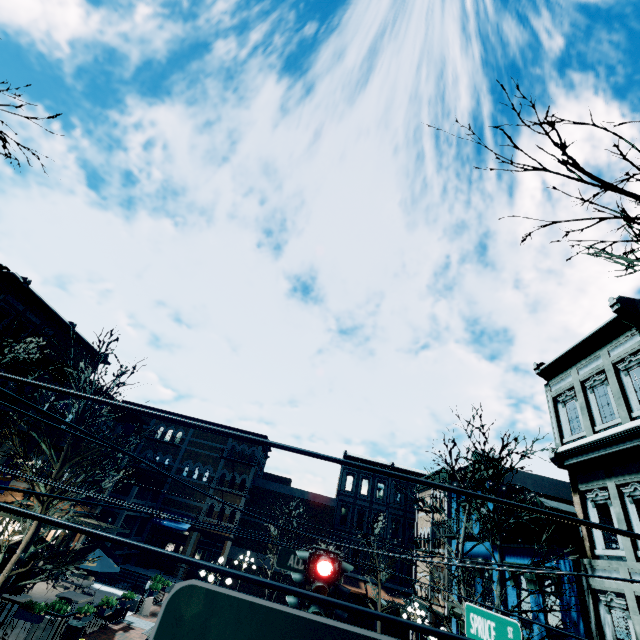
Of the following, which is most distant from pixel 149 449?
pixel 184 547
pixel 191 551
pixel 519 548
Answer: pixel 519 548

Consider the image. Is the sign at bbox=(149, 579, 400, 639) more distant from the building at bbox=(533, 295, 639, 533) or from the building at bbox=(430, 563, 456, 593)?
the building at bbox=(430, 563, 456, 593)

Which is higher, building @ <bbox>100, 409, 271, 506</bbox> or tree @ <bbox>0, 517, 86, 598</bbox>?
building @ <bbox>100, 409, 271, 506</bbox>

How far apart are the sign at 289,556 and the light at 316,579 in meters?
3.3 m

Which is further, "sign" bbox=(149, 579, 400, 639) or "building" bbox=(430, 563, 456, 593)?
"building" bbox=(430, 563, 456, 593)

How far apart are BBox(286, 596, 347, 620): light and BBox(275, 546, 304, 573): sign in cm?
327

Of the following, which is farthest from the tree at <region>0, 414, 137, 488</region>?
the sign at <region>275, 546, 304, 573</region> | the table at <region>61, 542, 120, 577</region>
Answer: the sign at <region>275, 546, 304, 573</region>

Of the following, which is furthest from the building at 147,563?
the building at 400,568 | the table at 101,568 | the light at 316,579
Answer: the light at 316,579
